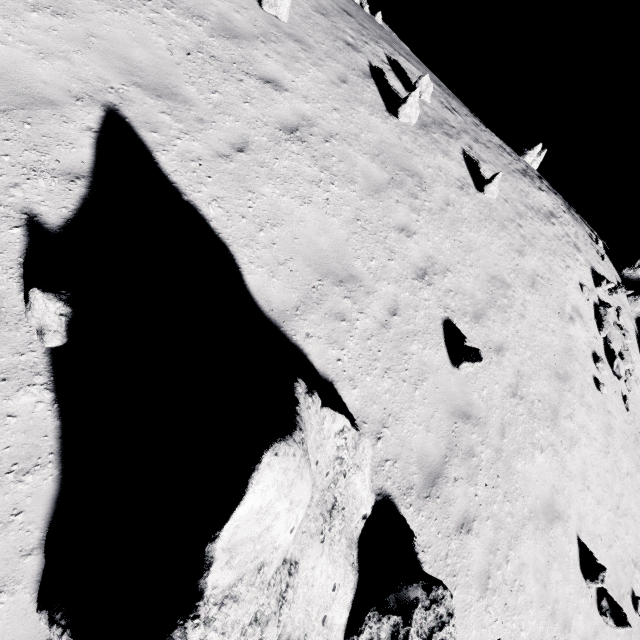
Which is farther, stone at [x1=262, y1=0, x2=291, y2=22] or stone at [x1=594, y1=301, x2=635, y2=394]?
stone at [x1=594, y1=301, x2=635, y2=394]

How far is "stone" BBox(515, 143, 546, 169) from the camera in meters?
28.8 m

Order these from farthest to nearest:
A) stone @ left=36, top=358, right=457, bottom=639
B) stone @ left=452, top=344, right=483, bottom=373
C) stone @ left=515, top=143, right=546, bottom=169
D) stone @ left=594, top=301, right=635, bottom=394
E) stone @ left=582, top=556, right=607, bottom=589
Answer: stone @ left=515, top=143, right=546, bottom=169, stone @ left=594, top=301, right=635, bottom=394, stone @ left=582, top=556, right=607, bottom=589, stone @ left=452, top=344, right=483, bottom=373, stone @ left=36, top=358, right=457, bottom=639

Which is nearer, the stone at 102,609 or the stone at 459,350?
the stone at 102,609

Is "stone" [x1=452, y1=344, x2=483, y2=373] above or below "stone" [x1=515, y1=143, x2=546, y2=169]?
below

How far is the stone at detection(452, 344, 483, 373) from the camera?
6.8 meters

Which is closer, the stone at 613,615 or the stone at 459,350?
the stone at 459,350

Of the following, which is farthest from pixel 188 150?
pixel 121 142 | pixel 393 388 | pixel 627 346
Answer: pixel 627 346
